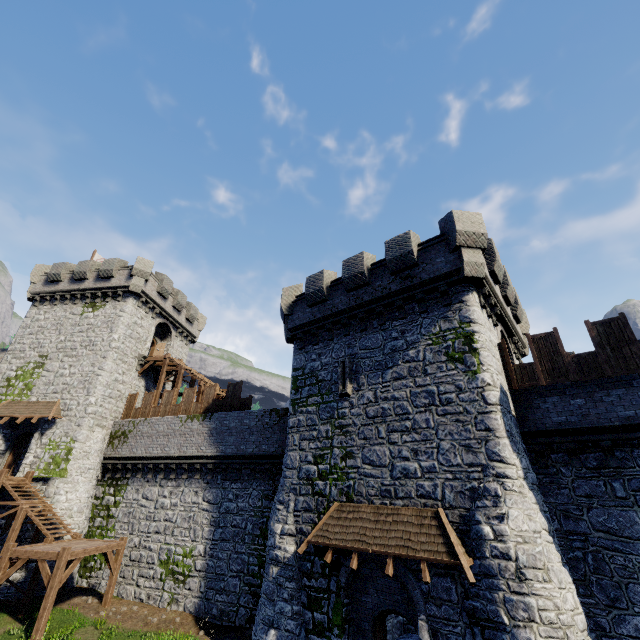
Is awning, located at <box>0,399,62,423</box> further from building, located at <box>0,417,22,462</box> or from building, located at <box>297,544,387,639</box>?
building, located at <box>297,544,387,639</box>

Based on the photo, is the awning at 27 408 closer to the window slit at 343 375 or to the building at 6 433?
the building at 6 433

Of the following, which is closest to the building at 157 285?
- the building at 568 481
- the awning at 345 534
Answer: the building at 568 481

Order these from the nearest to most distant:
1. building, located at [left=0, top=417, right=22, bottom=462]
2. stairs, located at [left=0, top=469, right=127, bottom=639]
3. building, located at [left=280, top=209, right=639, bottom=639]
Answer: building, located at [left=280, top=209, right=639, bottom=639]
stairs, located at [left=0, top=469, right=127, bottom=639]
building, located at [left=0, top=417, right=22, bottom=462]

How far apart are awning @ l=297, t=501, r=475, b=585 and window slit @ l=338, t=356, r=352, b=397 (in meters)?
4.08

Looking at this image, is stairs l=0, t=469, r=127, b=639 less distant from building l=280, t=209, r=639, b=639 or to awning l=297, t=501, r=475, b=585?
building l=280, t=209, r=639, b=639

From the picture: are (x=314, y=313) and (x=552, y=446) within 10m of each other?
no

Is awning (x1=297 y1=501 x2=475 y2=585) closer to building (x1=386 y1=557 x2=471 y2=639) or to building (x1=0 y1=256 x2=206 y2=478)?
building (x1=386 y1=557 x2=471 y2=639)
